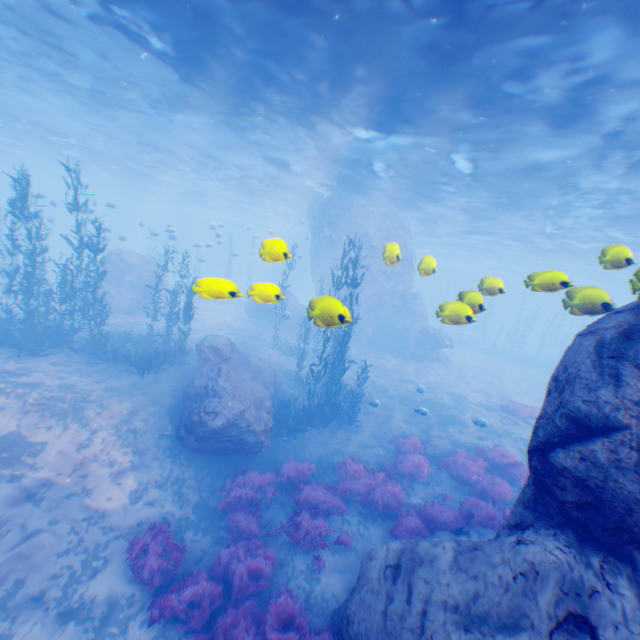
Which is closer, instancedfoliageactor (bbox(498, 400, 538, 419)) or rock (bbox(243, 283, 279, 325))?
rock (bbox(243, 283, 279, 325))

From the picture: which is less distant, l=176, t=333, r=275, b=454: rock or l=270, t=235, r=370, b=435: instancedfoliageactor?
l=176, t=333, r=275, b=454: rock

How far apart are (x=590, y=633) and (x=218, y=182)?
36.22m

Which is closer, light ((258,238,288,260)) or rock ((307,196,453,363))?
light ((258,238,288,260))

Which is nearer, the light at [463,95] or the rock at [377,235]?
the light at [463,95]

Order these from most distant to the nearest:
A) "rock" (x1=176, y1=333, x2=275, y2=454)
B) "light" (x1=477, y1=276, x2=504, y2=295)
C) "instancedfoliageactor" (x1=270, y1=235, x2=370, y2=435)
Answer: "instancedfoliageactor" (x1=270, y1=235, x2=370, y2=435) → "rock" (x1=176, y1=333, x2=275, y2=454) → "light" (x1=477, y1=276, x2=504, y2=295)

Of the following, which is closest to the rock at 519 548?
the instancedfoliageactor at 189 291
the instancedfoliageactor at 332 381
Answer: the instancedfoliageactor at 189 291

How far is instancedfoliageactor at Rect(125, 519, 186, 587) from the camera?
7.7 meters
